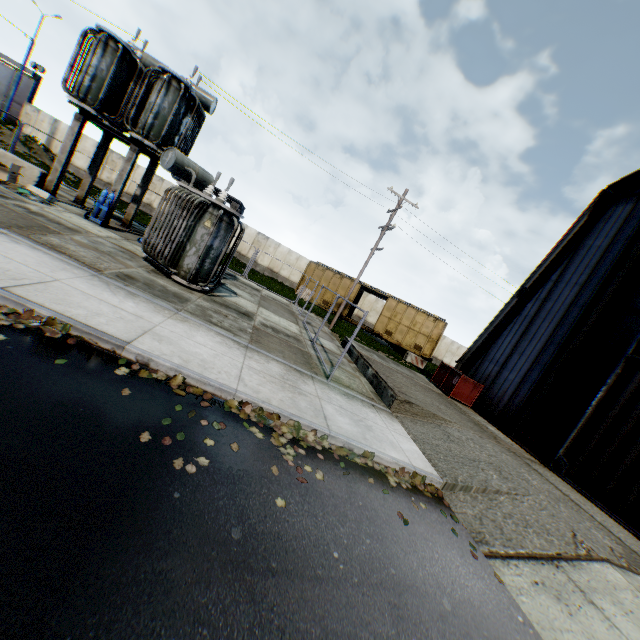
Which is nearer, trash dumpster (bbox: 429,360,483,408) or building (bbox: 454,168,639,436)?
building (bbox: 454,168,639,436)

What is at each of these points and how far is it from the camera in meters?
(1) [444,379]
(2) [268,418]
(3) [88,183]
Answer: (1) trash dumpster, 14.9
(2) leaf decal, 5.5
(3) concrete support, 14.8

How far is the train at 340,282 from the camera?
27.77m

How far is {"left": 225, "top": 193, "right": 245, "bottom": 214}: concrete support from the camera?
13.86m

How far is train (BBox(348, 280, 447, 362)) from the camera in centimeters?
2592cm

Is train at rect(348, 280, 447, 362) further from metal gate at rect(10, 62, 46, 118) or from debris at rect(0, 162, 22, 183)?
metal gate at rect(10, 62, 46, 118)

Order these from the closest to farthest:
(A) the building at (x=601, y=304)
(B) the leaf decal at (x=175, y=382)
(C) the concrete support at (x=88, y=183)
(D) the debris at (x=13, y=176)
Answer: (B) the leaf decal at (x=175, y=382) < (D) the debris at (x=13, y=176) < (A) the building at (x=601, y=304) < (C) the concrete support at (x=88, y=183)

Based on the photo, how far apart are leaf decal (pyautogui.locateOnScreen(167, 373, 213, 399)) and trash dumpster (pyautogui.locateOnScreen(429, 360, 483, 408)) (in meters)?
11.73
